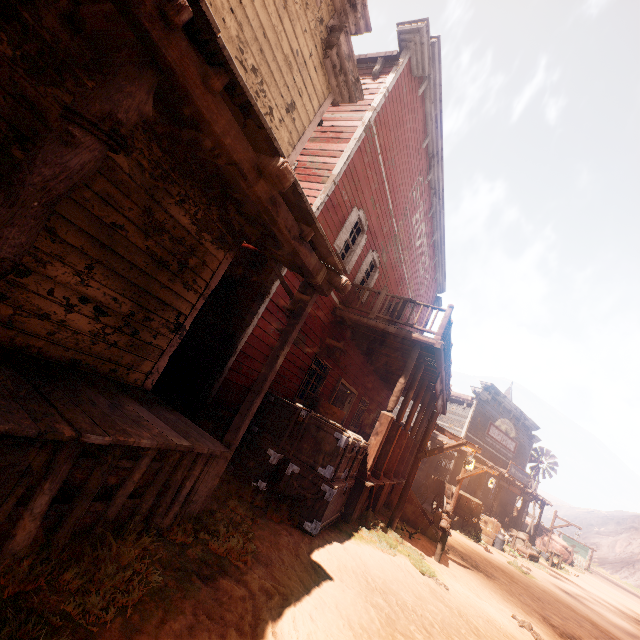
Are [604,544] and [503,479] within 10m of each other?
no

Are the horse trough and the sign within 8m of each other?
no

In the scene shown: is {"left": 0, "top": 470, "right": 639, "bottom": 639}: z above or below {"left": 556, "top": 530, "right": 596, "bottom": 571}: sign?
below

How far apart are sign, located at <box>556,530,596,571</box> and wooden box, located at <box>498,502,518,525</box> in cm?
1700

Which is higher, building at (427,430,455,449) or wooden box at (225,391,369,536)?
building at (427,430,455,449)

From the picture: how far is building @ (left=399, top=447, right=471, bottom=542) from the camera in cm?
1036

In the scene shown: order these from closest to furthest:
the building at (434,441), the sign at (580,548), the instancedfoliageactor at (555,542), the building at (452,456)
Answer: the building at (452,456) < the building at (434,441) < the instancedfoliageactor at (555,542) < the sign at (580,548)

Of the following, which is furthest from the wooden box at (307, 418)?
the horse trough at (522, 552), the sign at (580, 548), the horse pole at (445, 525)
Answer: the sign at (580, 548)
